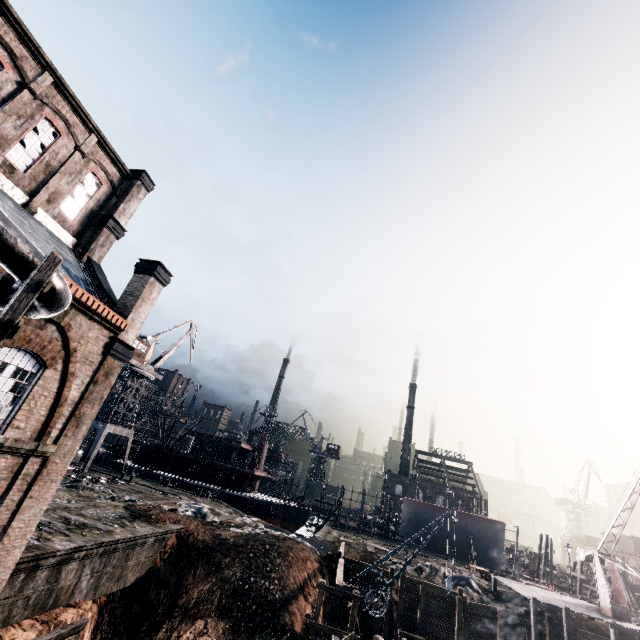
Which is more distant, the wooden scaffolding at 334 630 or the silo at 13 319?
the wooden scaffolding at 334 630

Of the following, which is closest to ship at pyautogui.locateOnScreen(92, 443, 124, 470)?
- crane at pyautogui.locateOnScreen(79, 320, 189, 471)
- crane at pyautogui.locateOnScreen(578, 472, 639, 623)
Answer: crane at pyautogui.locateOnScreen(79, 320, 189, 471)

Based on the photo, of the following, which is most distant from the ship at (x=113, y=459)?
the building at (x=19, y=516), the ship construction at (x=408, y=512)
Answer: the building at (x=19, y=516)

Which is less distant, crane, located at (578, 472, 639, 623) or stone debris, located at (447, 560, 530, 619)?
crane, located at (578, 472, 639, 623)

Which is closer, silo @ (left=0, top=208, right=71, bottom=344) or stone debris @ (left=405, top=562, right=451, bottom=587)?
silo @ (left=0, top=208, right=71, bottom=344)

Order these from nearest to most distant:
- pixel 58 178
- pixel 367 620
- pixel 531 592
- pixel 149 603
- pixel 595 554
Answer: pixel 58 178 < pixel 149 603 < pixel 367 620 < pixel 531 592 < pixel 595 554

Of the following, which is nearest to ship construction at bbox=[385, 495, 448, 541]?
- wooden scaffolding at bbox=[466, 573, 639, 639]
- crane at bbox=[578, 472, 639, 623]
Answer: wooden scaffolding at bbox=[466, 573, 639, 639]

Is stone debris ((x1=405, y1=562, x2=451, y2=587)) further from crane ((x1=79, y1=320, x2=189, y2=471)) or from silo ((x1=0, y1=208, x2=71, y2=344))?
crane ((x1=79, y1=320, x2=189, y2=471))
